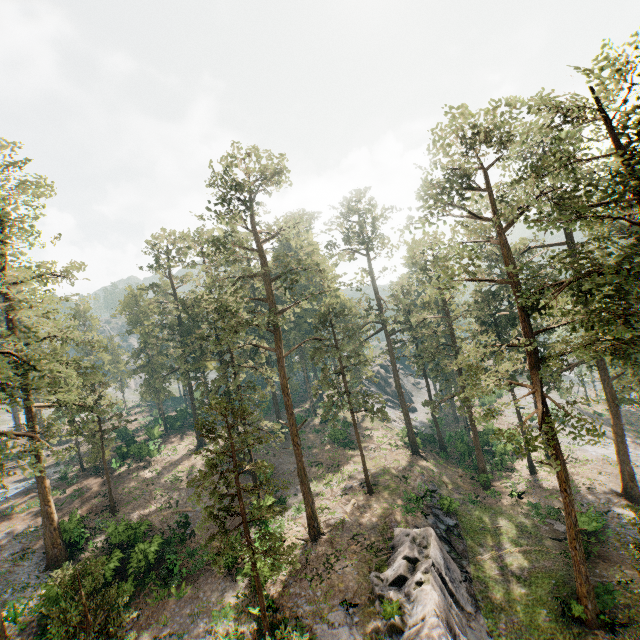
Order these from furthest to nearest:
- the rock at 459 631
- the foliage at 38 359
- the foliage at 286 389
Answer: the rock at 459 631 → the foliage at 38 359 → the foliage at 286 389

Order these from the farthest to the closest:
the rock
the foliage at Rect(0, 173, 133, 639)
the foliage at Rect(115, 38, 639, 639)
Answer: the rock < the foliage at Rect(0, 173, 133, 639) < the foliage at Rect(115, 38, 639, 639)

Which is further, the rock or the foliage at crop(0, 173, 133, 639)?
the rock

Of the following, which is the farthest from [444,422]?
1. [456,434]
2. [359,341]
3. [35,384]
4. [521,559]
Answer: [35,384]

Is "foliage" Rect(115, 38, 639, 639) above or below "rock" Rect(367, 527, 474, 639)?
above

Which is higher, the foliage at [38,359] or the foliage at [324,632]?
the foliage at [38,359]

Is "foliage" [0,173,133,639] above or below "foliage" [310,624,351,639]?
above
